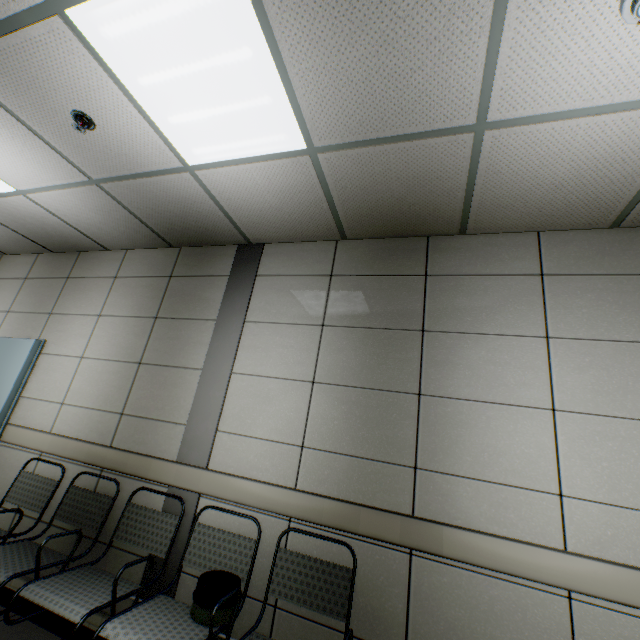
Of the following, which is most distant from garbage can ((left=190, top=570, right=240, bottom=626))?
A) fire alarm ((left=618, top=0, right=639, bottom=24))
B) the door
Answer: fire alarm ((left=618, top=0, right=639, bottom=24))

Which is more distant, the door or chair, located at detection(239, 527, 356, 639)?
the door

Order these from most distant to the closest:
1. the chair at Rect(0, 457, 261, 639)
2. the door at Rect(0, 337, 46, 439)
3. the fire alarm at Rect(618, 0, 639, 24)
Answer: the door at Rect(0, 337, 46, 439), the chair at Rect(0, 457, 261, 639), the fire alarm at Rect(618, 0, 639, 24)

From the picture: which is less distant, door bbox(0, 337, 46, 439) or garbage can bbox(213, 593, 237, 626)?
garbage can bbox(213, 593, 237, 626)

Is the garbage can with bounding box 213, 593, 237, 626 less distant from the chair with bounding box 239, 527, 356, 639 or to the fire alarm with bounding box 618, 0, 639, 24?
the chair with bounding box 239, 527, 356, 639

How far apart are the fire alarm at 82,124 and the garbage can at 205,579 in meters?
3.0

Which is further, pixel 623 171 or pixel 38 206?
pixel 38 206

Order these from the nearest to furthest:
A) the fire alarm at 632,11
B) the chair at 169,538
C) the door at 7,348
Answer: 1. the fire alarm at 632,11
2. the chair at 169,538
3. the door at 7,348
